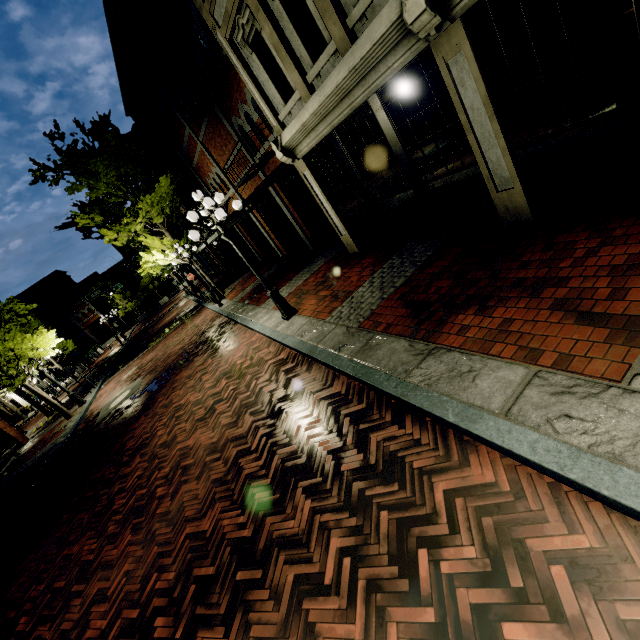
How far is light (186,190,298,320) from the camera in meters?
7.0

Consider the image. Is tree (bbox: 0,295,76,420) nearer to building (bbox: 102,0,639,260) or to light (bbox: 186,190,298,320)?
building (bbox: 102,0,639,260)

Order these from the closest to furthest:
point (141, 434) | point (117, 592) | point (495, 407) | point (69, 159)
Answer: point (495, 407) < point (117, 592) < point (141, 434) < point (69, 159)

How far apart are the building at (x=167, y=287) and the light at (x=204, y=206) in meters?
53.8 m

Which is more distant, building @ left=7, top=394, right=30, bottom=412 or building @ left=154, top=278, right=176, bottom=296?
building @ left=154, top=278, right=176, bottom=296

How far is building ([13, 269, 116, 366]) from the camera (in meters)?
45.72

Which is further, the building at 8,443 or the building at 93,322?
the building at 93,322

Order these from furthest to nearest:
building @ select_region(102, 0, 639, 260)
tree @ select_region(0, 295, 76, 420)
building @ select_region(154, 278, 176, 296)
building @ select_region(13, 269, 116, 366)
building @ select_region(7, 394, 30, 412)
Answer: building @ select_region(154, 278, 176, 296) → building @ select_region(13, 269, 116, 366) → building @ select_region(7, 394, 30, 412) → tree @ select_region(0, 295, 76, 420) → building @ select_region(102, 0, 639, 260)
